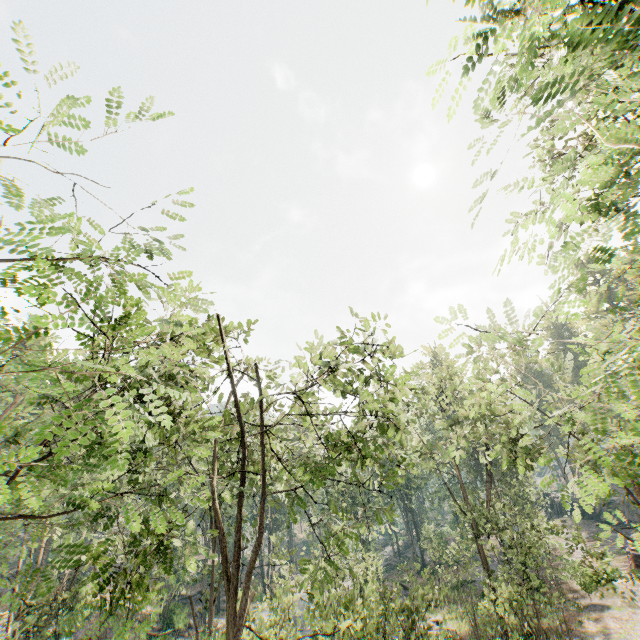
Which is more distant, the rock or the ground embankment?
the rock

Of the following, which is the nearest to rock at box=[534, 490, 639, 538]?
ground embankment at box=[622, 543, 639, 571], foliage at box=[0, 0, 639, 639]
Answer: ground embankment at box=[622, 543, 639, 571]

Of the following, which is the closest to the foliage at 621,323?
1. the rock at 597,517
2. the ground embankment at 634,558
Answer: the ground embankment at 634,558

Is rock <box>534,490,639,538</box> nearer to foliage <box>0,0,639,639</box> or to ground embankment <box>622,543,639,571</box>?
ground embankment <box>622,543,639,571</box>

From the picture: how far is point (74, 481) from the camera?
5.8 meters

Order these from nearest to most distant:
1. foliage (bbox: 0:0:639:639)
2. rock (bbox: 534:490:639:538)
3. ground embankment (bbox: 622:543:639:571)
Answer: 1. foliage (bbox: 0:0:639:639)
2. ground embankment (bbox: 622:543:639:571)
3. rock (bbox: 534:490:639:538)

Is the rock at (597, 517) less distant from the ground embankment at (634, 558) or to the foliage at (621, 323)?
the ground embankment at (634, 558)

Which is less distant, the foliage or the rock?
the foliage
